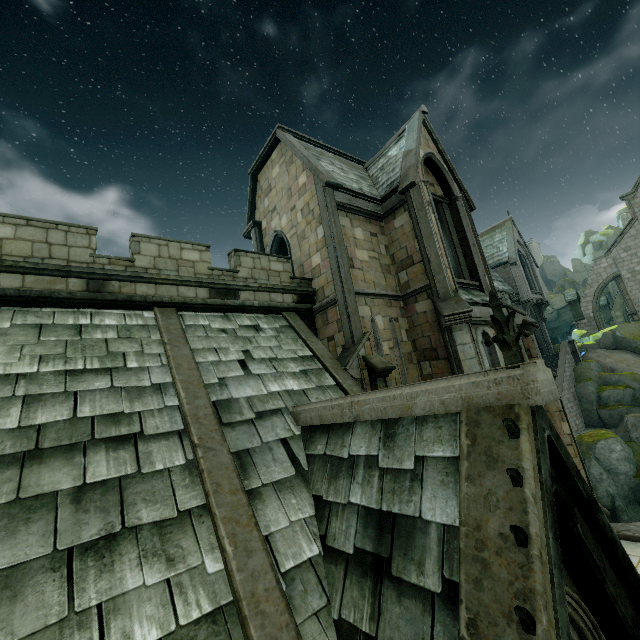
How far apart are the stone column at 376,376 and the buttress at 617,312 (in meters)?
47.13

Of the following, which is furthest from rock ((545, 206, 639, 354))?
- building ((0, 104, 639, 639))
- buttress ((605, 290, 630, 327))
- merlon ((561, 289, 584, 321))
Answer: buttress ((605, 290, 630, 327))

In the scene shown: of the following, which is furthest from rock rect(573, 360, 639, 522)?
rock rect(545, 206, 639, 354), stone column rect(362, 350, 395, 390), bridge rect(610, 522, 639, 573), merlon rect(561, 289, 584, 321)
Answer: stone column rect(362, 350, 395, 390)

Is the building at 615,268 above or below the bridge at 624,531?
above

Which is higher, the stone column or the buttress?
the buttress

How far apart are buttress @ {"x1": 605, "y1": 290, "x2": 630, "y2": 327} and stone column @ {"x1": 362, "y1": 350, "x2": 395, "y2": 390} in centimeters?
4713cm

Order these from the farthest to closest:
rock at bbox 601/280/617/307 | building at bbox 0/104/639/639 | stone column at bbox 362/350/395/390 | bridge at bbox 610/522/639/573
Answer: rock at bbox 601/280/617/307 → stone column at bbox 362/350/395/390 → bridge at bbox 610/522/639/573 → building at bbox 0/104/639/639

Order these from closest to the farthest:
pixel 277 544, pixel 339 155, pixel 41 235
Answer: pixel 277 544
pixel 41 235
pixel 339 155
